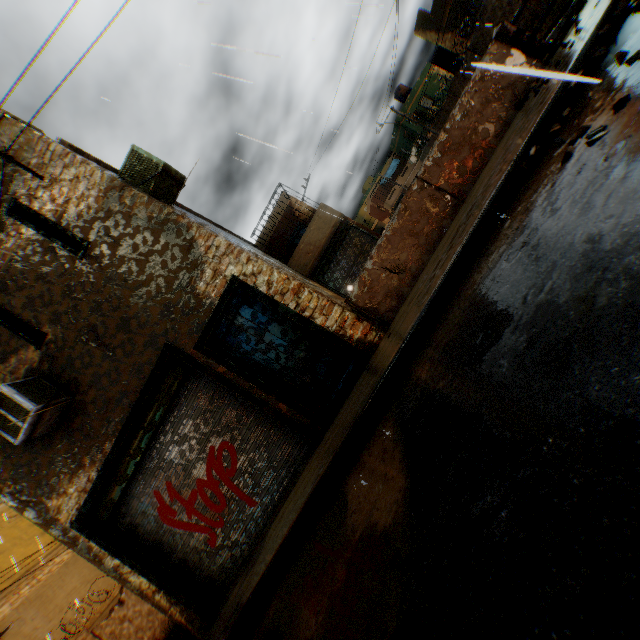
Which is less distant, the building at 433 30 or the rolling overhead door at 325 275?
the rolling overhead door at 325 275

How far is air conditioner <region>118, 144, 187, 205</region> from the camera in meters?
6.4

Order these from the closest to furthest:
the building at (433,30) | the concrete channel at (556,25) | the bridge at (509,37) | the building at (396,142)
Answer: the bridge at (509,37) < the concrete channel at (556,25) < the building at (433,30) < the building at (396,142)

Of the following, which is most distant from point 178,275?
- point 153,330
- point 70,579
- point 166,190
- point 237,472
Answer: point 70,579

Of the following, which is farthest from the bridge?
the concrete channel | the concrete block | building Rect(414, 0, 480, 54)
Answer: building Rect(414, 0, 480, 54)

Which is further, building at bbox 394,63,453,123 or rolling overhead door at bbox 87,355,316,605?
building at bbox 394,63,453,123

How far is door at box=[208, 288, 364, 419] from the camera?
5.74m

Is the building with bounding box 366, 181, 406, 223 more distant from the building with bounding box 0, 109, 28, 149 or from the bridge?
the bridge
